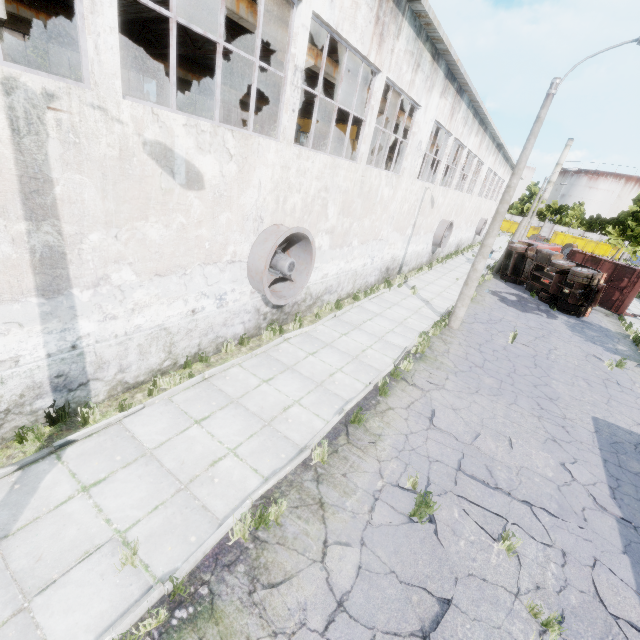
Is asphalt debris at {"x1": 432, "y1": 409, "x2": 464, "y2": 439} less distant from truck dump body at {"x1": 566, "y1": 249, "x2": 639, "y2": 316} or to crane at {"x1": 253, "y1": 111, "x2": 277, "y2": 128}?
crane at {"x1": 253, "y1": 111, "x2": 277, "y2": 128}

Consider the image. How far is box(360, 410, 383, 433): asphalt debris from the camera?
7.3m

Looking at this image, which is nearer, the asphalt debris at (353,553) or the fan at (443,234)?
the asphalt debris at (353,553)

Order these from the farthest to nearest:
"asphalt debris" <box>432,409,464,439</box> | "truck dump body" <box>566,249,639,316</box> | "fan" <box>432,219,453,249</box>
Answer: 1. "fan" <box>432,219,453,249</box>
2. "truck dump body" <box>566,249,639,316</box>
3. "asphalt debris" <box>432,409,464,439</box>

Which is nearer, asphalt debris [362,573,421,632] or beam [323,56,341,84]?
asphalt debris [362,573,421,632]

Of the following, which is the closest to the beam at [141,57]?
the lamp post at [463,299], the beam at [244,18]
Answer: the beam at [244,18]

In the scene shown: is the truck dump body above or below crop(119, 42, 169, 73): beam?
below

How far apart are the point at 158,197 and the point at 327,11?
5.9 meters
